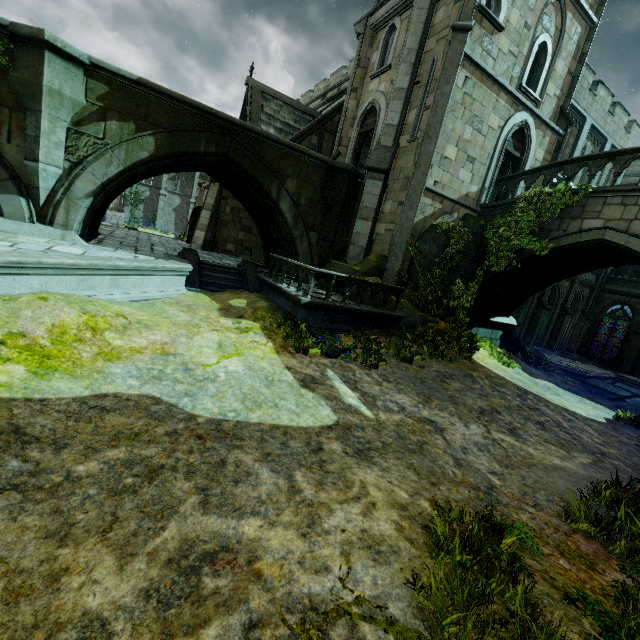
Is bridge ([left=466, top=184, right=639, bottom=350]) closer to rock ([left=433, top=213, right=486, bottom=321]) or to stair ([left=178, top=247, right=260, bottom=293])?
rock ([left=433, top=213, right=486, bottom=321])

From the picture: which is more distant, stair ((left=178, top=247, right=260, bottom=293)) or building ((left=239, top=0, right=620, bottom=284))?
building ((left=239, top=0, right=620, bottom=284))

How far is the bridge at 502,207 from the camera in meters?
12.6 m

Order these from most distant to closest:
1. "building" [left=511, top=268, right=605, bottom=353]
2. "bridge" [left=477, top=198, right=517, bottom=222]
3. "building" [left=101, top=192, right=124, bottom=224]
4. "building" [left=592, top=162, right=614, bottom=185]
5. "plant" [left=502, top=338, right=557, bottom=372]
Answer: "building" [left=101, top=192, right=124, bottom=224] < "building" [left=592, top=162, right=614, bottom=185] < "building" [left=511, top=268, right=605, bottom=353] < "plant" [left=502, top=338, right=557, bottom=372] < "bridge" [left=477, top=198, right=517, bottom=222]

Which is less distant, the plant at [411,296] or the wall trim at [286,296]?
the wall trim at [286,296]

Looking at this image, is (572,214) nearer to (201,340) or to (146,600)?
(201,340)

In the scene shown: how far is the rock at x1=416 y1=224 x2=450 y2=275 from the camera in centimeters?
1220cm
